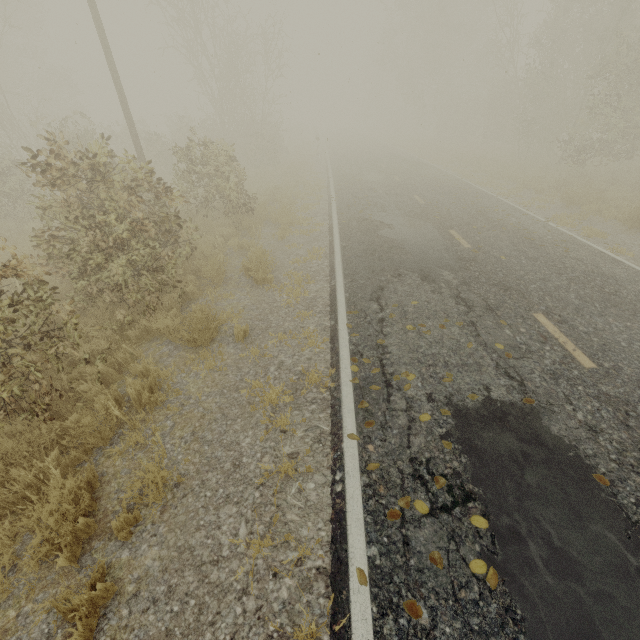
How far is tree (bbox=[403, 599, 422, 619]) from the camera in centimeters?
256cm

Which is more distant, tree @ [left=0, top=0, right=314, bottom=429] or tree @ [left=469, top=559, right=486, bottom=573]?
tree @ [left=0, top=0, right=314, bottom=429]

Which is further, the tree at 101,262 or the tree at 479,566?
the tree at 101,262

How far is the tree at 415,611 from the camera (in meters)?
2.56

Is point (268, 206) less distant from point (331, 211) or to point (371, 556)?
point (331, 211)

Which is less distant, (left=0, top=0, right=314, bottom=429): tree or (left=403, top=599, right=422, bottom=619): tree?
(left=403, top=599, right=422, bottom=619): tree

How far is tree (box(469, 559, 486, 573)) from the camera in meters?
2.8 m

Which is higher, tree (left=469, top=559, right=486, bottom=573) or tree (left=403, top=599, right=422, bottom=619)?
tree (left=469, top=559, right=486, bottom=573)
